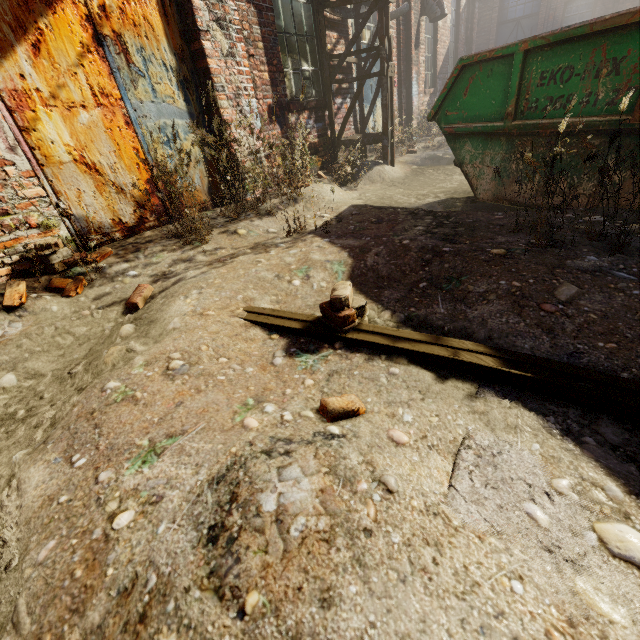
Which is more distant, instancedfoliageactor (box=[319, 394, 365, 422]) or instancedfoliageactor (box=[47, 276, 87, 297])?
instancedfoliageactor (box=[47, 276, 87, 297])

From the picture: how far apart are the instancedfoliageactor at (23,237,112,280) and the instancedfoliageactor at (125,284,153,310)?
0.54m

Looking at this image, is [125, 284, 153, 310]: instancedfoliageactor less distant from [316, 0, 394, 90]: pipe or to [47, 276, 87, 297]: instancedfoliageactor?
[47, 276, 87, 297]: instancedfoliageactor

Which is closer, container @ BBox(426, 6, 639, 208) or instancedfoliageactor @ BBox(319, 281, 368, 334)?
instancedfoliageactor @ BBox(319, 281, 368, 334)

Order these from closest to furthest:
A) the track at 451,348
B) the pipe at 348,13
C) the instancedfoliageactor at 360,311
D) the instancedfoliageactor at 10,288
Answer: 1. the track at 451,348
2. the instancedfoliageactor at 360,311
3. the instancedfoliageactor at 10,288
4. the pipe at 348,13

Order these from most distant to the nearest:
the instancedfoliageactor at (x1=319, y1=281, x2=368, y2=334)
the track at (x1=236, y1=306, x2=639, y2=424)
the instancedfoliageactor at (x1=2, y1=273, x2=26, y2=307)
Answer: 1. the instancedfoliageactor at (x1=2, y1=273, x2=26, y2=307)
2. the instancedfoliageactor at (x1=319, y1=281, x2=368, y2=334)
3. the track at (x1=236, y1=306, x2=639, y2=424)

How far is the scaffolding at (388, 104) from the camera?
→ 5.4 meters

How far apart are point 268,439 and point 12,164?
3.2 meters
